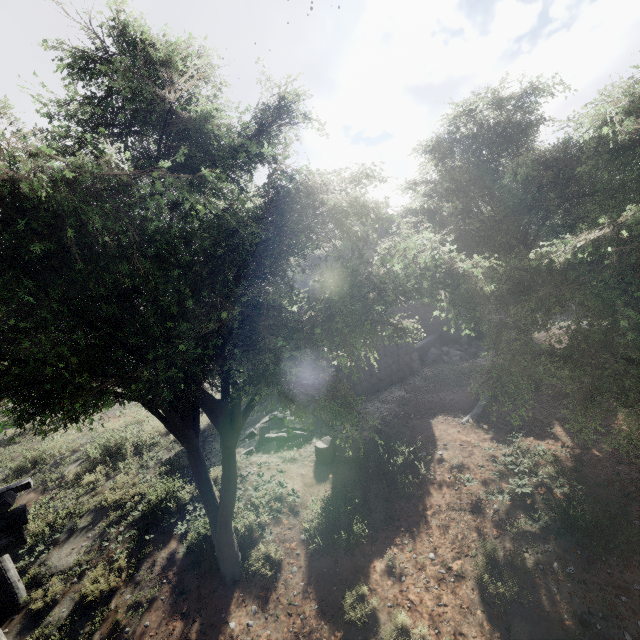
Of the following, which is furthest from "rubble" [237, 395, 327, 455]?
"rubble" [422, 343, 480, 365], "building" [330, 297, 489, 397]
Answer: "rubble" [422, 343, 480, 365]

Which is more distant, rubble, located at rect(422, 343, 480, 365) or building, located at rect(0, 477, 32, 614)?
rubble, located at rect(422, 343, 480, 365)

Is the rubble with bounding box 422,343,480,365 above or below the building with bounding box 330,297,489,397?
below

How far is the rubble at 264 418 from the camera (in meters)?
10.25

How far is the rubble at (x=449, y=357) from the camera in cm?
1650

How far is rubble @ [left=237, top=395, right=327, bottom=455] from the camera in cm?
1025

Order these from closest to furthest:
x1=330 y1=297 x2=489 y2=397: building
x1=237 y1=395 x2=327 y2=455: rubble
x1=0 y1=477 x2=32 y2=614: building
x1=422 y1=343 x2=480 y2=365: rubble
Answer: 1. x1=0 y1=477 x2=32 y2=614: building
2. x1=237 y1=395 x2=327 y2=455: rubble
3. x1=330 y1=297 x2=489 y2=397: building
4. x1=422 y1=343 x2=480 y2=365: rubble

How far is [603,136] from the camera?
5.08m
